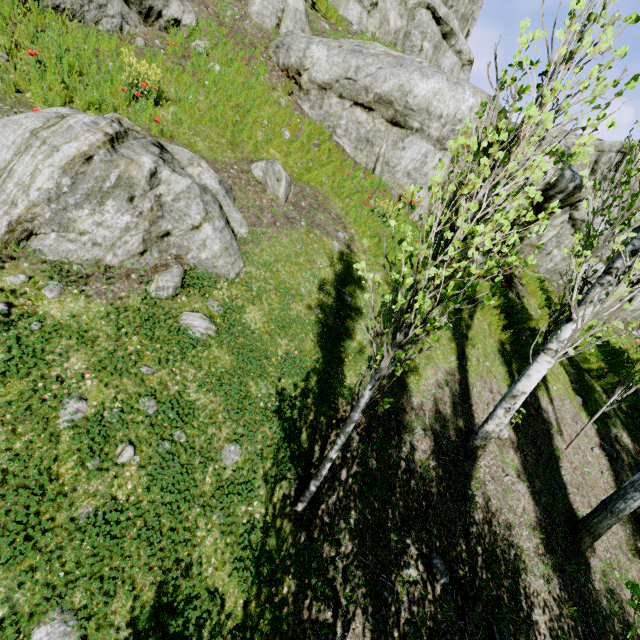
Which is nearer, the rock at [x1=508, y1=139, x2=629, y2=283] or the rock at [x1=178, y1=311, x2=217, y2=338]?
the rock at [x1=178, y1=311, x2=217, y2=338]

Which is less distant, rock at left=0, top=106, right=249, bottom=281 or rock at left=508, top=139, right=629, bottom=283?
rock at left=0, top=106, right=249, bottom=281

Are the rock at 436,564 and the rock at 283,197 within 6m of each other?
no

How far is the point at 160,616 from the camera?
3.1 meters

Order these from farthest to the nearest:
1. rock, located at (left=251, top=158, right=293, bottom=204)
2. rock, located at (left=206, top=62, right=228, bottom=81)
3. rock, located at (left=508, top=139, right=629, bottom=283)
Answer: rock, located at (left=508, top=139, right=629, bottom=283)
rock, located at (left=206, top=62, right=228, bottom=81)
rock, located at (left=251, top=158, right=293, bottom=204)

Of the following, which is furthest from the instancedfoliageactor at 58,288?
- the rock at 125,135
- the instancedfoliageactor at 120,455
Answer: the instancedfoliageactor at 120,455

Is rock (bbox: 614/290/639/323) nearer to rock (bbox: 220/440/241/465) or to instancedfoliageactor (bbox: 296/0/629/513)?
instancedfoliageactor (bbox: 296/0/629/513)

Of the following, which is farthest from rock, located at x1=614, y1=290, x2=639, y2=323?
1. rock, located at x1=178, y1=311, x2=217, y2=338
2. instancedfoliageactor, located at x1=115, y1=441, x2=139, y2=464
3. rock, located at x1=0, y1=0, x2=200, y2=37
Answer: instancedfoliageactor, located at x1=115, y1=441, x2=139, y2=464
